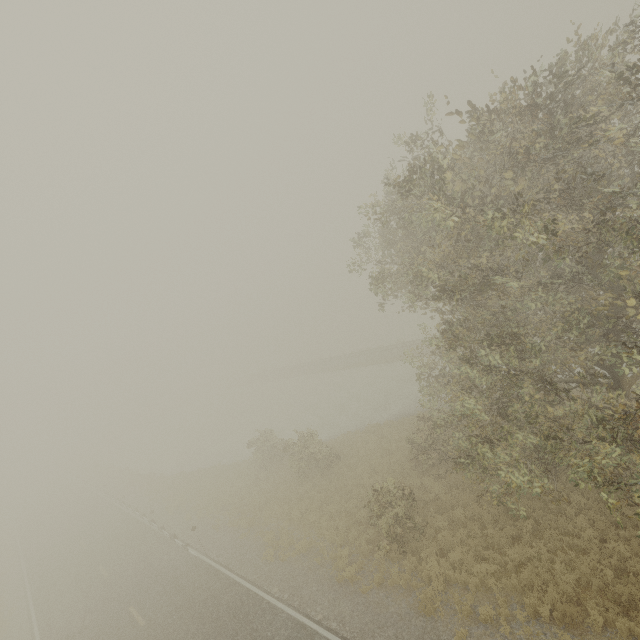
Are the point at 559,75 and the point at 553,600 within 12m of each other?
→ no
